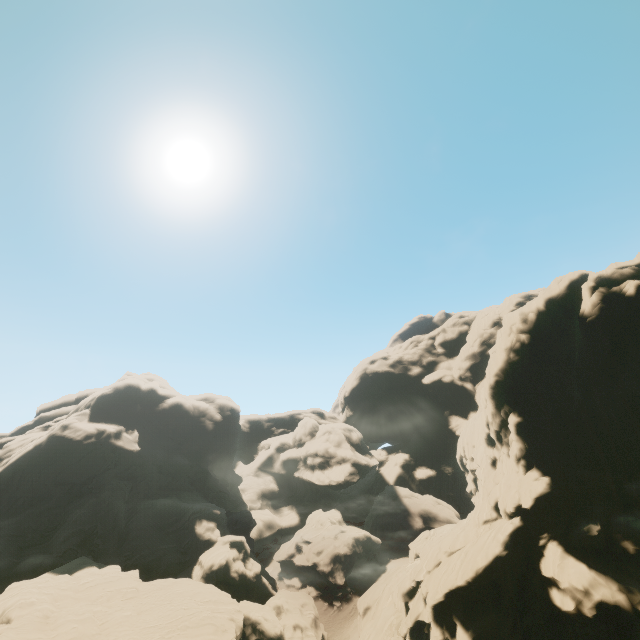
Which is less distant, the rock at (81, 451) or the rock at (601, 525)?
the rock at (601, 525)

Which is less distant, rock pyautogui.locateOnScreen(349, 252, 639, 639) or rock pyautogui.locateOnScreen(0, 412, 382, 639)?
rock pyautogui.locateOnScreen(349, 252, 639, 639)

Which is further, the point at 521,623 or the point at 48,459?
the point at 48,459
